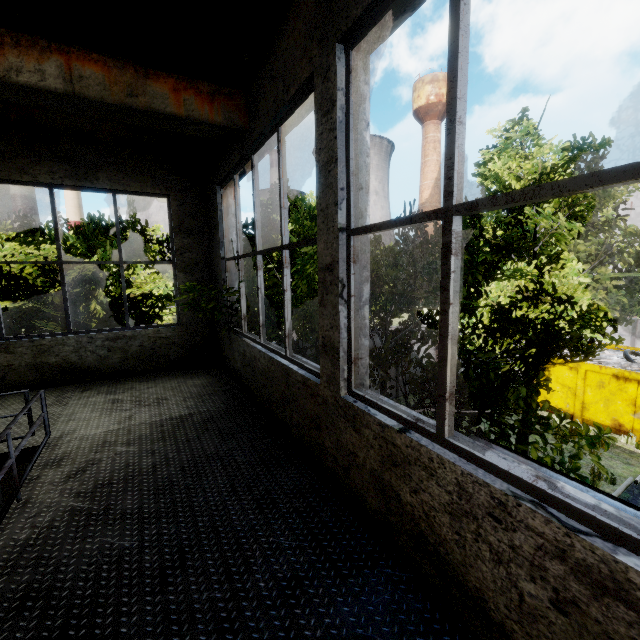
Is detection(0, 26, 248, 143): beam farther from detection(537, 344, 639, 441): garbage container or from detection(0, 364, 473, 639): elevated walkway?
detection(537, 344, 639, 441): garbage container

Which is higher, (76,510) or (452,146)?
(452,146)

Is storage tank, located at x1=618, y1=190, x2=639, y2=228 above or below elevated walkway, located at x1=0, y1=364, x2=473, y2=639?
above

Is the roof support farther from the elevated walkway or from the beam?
the elevated walkway

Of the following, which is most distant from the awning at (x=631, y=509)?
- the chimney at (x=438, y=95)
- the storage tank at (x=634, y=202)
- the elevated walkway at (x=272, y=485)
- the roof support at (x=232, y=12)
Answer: the chimney at (x=438, y=95)

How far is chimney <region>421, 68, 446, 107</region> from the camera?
58.7m

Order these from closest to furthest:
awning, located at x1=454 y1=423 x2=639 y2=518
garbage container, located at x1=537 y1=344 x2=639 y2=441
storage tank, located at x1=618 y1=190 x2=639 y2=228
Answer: awning, located at x1=454 y1=423 x2=639 y2=518 → garbage container, located at x1=537 y1=344 x2=639 y2=441 → storage tank, located at x1=618 y1=190 x2=639 y2=228

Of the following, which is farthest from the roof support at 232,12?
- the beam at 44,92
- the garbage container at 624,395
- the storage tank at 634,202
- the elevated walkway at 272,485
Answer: the storage tank at 634,202
